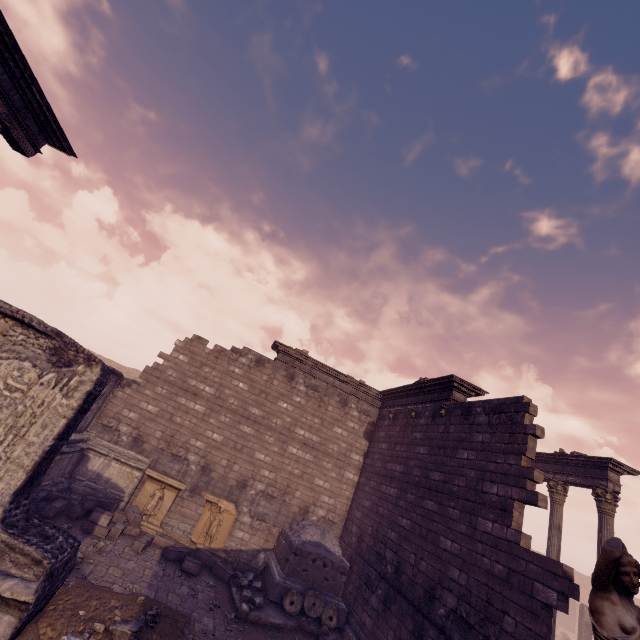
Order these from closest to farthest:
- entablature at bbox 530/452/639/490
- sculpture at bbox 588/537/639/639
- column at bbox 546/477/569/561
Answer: sculpture at bbox 588/537/639/639 → entablature at bbox 530/452/639/490 → column at bbox 546/477/569/561

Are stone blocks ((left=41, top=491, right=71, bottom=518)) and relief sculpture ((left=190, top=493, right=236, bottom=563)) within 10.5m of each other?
yes

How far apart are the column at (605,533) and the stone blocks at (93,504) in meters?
14.0

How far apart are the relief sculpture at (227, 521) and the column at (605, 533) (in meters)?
11.44

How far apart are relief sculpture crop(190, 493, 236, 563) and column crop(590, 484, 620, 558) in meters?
11.4

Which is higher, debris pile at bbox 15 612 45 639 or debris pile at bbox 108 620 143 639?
debris pile at bbox 108 620 143 639

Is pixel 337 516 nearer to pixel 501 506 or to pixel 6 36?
pixel 501 506

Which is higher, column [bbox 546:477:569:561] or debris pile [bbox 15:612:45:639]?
column [bbox 546:477:569:561]
